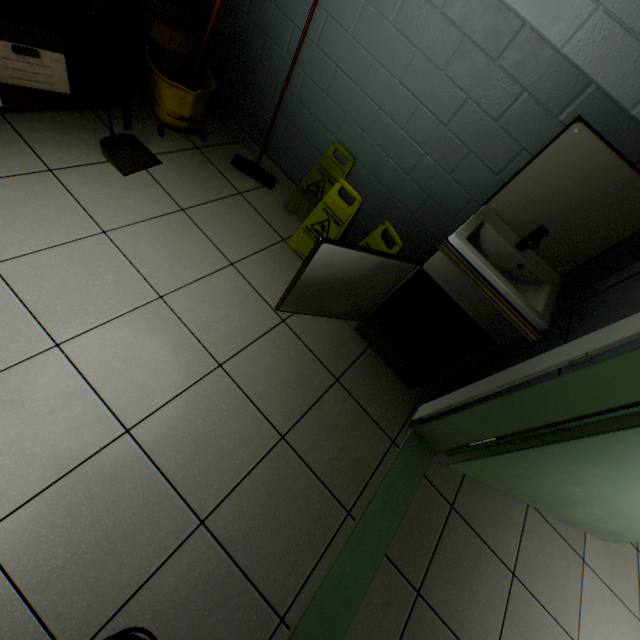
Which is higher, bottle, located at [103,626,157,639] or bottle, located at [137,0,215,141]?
bottle, located at [137,0,215,141]

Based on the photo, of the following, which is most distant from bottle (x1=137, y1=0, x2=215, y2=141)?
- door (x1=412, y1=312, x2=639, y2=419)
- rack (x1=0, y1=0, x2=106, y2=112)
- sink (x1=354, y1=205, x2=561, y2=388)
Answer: door (x1=412, y1=312, x2=639, y2=419)

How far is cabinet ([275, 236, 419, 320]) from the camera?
1.5 meters

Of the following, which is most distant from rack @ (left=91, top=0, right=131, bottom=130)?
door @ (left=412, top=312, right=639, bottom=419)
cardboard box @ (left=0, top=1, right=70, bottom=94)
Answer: door @ (left=412, top=312, right=639, bottom=419)

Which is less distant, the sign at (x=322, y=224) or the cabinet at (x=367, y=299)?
the cabinet at (x=367, y=299)

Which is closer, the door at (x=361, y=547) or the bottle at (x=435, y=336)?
the door at (x=361, y=547)

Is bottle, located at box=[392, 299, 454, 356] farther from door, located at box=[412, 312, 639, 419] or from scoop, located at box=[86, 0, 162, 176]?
scoop, located at box=[86, 0, 162, 176]

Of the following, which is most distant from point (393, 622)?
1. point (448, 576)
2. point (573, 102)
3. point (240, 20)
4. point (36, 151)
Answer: point (240, 20)
